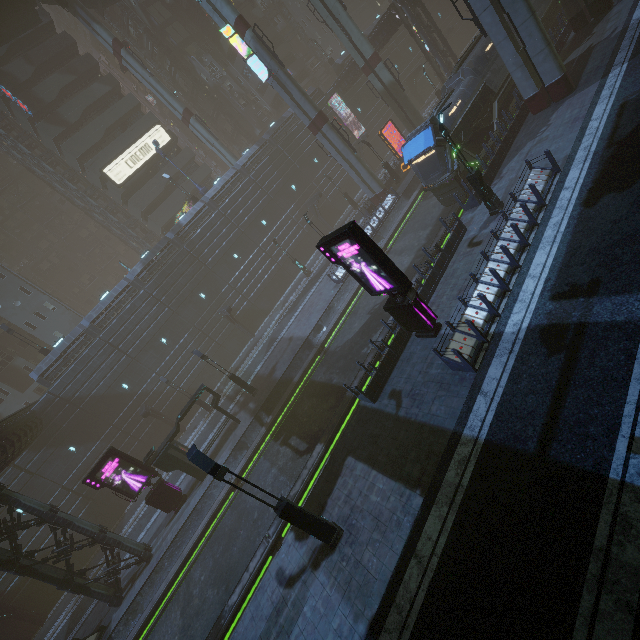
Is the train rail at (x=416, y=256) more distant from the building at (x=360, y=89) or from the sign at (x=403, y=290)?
the sign at (x=403, y=290)

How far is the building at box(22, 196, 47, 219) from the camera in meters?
58.8 m

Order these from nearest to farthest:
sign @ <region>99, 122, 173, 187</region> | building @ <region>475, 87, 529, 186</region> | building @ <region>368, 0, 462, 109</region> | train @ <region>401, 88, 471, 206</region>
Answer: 1. building @ <region>475, 87, 529, 186</region>
2. train @ <region>401, 88, 471, 206</region>
3. building @ <region>368, 0, 462, 109</region>
4. sign @ <region>99, 122, 173, 187</region>

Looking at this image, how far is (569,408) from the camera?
8.03m

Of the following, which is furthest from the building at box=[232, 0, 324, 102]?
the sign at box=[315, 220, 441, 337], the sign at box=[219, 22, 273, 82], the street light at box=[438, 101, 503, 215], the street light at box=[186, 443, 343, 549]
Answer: the street light at box=[186, 443, 343, 549]

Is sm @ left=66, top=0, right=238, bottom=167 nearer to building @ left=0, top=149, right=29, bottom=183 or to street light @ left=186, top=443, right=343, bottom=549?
building @ left=0, top=149, right=29, bottom=183

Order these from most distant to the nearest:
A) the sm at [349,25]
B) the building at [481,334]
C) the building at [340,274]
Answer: the sm at [349,25] → the building at [340,274] → the building at [481,334]

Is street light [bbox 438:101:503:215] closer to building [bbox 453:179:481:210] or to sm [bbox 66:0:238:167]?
building [bbox 453:179:481:210]
